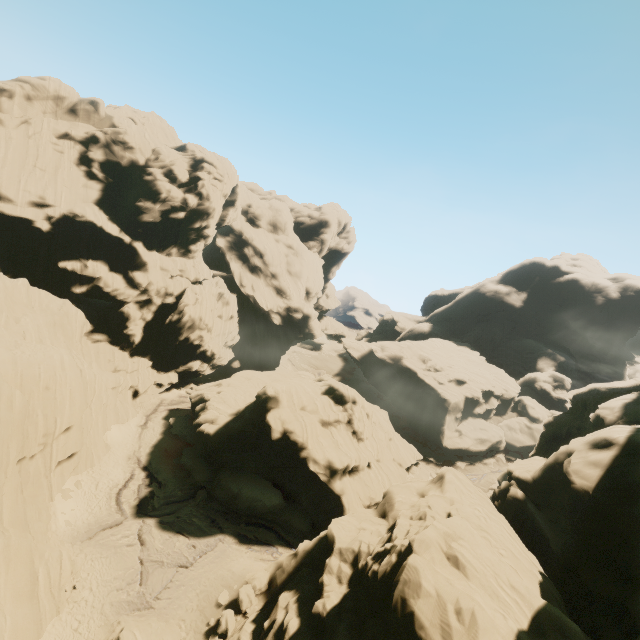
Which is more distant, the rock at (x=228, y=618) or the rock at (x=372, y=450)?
the rock at (x=228, y=618)

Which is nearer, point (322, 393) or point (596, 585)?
point (596, 585)

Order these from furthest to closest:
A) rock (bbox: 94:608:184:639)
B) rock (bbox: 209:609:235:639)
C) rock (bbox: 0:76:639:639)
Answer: rock (bbox: 209:609:235:639), rock (bbox: 94:608:184:639), rock (bbox: 0:76:639:639)

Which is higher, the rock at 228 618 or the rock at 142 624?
the rock at 228 618

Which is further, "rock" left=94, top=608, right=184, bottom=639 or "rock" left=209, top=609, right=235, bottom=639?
"rock" left=209, top=609, right=235, bottom=639

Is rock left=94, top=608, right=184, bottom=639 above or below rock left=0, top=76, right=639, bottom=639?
below
